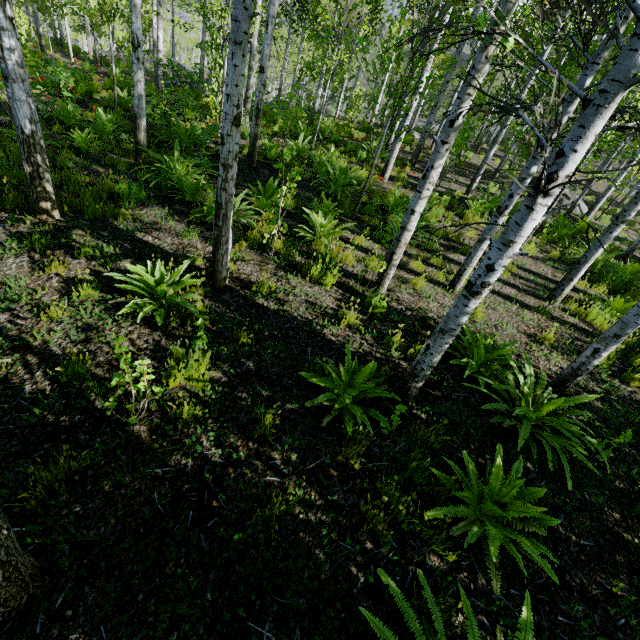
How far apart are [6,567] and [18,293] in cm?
332

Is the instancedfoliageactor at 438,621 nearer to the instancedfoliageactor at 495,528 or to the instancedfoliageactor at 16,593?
the instancedfoliageactor at 495,528

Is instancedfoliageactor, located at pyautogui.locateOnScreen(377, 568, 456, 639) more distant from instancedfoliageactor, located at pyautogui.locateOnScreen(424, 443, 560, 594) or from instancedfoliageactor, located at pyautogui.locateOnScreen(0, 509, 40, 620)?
instancedfoliageactor, located at pyautogui.locateOnScreen(0, 509, 40, 620)

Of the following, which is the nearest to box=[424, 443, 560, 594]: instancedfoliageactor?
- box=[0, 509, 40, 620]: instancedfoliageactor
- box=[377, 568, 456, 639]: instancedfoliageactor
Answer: box=[377, 568, 456, 639]: instancedfoliageactor

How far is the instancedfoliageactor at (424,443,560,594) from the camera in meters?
2.5 m

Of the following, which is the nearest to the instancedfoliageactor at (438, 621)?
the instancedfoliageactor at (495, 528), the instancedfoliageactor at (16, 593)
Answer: the instancedfoliageactor at (495, 528)
